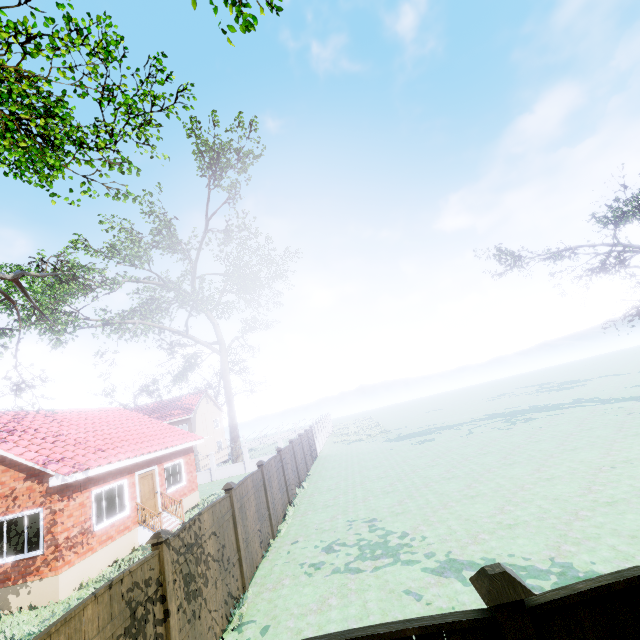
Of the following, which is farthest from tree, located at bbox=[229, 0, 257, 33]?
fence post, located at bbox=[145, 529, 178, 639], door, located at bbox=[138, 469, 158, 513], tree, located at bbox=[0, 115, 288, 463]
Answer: door, located at bbox=[138, 469, 158, 513]

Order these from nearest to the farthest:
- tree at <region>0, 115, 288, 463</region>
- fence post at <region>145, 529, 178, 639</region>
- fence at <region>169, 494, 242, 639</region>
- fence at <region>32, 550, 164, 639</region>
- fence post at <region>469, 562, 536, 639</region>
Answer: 1. fence post at <region>469, 562, 536, 639</region>
2. fence at <region>32, 550, 164, 639</region>
3. fence post at <region>145, 529, 178, 639</region>
4. fence at <region>169, 494, 242, 639</region>
5. tree at <region>0, 115, 288, 463</region>

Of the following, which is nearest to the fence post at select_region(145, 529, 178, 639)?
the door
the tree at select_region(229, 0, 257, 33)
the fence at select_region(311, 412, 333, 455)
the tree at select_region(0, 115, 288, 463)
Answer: the fence at select_region(311, 412, 333, 455)

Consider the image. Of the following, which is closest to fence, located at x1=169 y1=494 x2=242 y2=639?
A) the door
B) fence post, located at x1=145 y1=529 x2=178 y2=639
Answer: fence post, located at x1=145 y1=529 x2=178 y2=639

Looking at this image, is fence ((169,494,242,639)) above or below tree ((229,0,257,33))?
below

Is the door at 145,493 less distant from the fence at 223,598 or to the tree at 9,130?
the fence at 223,598

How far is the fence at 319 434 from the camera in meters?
29.8 m

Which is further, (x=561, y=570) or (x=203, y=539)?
(x=203, y=539)
